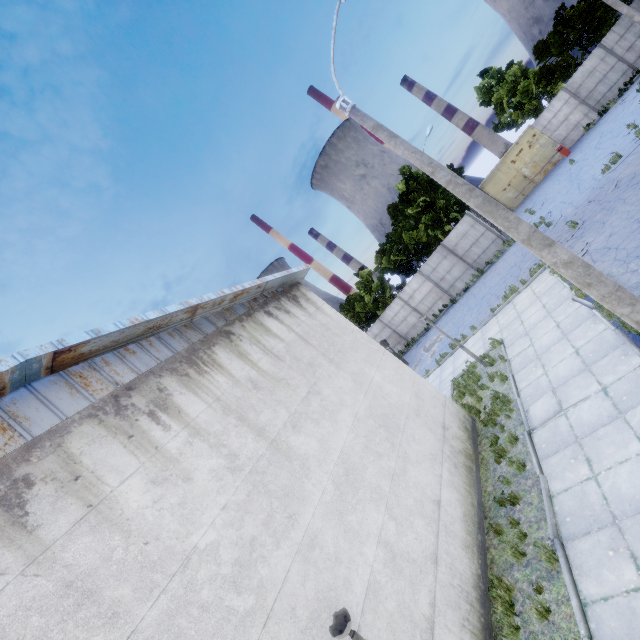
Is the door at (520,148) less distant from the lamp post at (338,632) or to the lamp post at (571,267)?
the lamp post at (571,267)

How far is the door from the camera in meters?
27.2

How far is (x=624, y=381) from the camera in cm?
705

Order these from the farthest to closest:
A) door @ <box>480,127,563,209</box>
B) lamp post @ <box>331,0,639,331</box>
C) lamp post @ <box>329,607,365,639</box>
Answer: door @ <box>480,127,563,209</box>
lamp post @ <box>331,0,639,331</box>
lamp post @ <box>329,607,365,639</box>

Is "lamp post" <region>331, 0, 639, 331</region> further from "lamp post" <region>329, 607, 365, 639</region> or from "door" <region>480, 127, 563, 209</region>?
"door" <region>480, 127, 563, 209</region>

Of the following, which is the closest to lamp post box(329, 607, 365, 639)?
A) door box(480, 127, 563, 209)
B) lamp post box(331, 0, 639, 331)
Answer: lamp post box(331, 0, 639, 331)

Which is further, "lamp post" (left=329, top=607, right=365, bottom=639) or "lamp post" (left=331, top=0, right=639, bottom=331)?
"lamp post" (left=331, top=0, right=639, bottom=331)

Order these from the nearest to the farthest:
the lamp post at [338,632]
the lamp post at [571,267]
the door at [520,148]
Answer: the lamp post at [338,632]
the lamp post at [571,267]
the door at [520,148]
